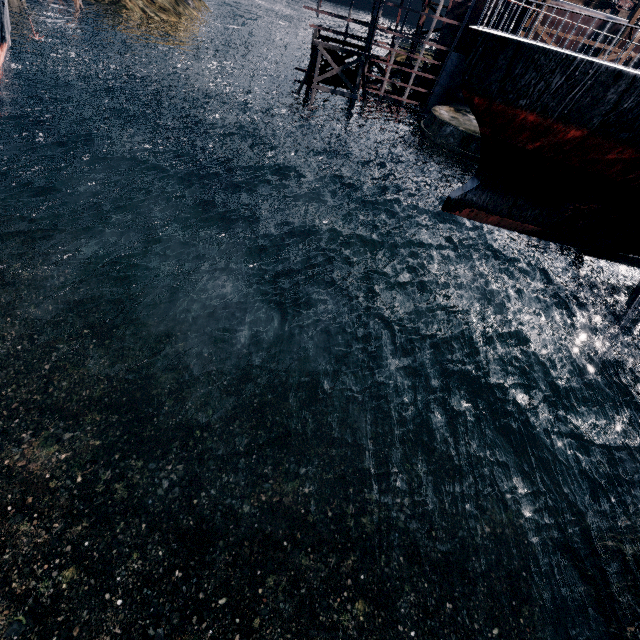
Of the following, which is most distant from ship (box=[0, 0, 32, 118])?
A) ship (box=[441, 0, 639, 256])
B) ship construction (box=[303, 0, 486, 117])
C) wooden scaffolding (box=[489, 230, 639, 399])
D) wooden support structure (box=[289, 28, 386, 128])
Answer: wooden scaffolding (box=[489, 230, 639, 399])

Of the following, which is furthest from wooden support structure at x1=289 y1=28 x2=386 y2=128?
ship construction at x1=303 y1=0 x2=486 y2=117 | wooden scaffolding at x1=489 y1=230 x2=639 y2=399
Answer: wooden scaffolding at x1=489 y1=230 x2=639 y2=399

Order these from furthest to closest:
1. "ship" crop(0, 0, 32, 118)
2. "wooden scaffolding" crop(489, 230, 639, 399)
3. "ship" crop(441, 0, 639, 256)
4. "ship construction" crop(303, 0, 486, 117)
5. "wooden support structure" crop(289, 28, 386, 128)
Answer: "wooden support structure" crop(289, 28, 386, 128)
"ship construction" crop(303, 0, 486, 117)
"ship" crop(0, 0, 32, 118)
"wooden scaffolding" crop(489, 230, 639, 399)
"ship" crop(441, 0, 639, 256)

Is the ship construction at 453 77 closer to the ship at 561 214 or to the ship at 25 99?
the ship at 561 214

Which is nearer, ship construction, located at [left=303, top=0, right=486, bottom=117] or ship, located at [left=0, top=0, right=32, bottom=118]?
ship, located at [left=0, top=0, right=32, bottom=118]

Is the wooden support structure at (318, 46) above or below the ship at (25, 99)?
above

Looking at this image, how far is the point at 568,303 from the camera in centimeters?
2142cm
